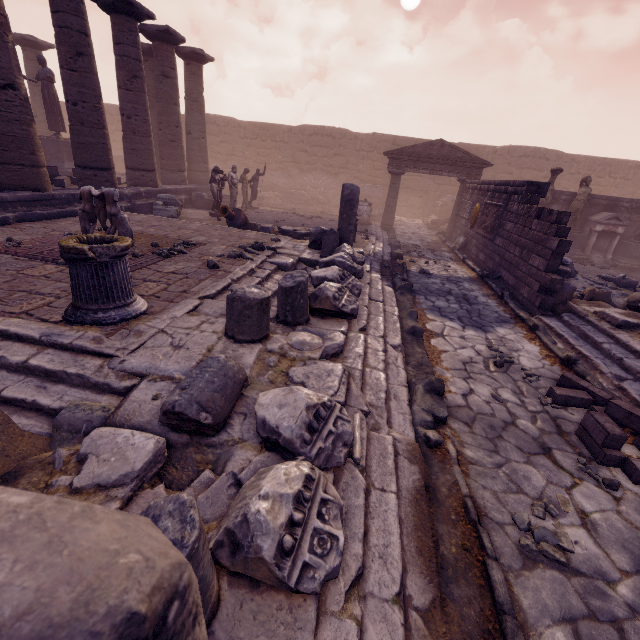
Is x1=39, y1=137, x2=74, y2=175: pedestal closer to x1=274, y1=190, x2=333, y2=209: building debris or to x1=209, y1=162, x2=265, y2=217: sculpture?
x1=209, y1=162, x2=265, y2=217: sculpture

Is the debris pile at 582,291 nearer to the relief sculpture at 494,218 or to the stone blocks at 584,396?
the relief sculpture at 494,218

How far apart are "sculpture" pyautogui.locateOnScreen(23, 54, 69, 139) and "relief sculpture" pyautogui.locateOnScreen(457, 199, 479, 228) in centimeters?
1718cm

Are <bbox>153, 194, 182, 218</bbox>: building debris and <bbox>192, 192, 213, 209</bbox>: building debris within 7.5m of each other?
yes

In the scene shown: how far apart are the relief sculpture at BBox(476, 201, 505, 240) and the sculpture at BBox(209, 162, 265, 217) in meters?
9.7 m

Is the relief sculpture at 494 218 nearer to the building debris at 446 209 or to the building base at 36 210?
the building debris at 446 209

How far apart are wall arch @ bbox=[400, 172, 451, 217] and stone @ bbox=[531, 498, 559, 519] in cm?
2257

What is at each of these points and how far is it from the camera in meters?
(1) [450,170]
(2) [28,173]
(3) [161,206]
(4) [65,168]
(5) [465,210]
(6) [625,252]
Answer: (1) entablature, 14.7 m
(2) column, 7.8 m
(3) building debris, 11.1 m
(4) pedestal, 13.4 m
(5) relief sculpture, 13.8 m
(6) pedestal, 13.7 m
